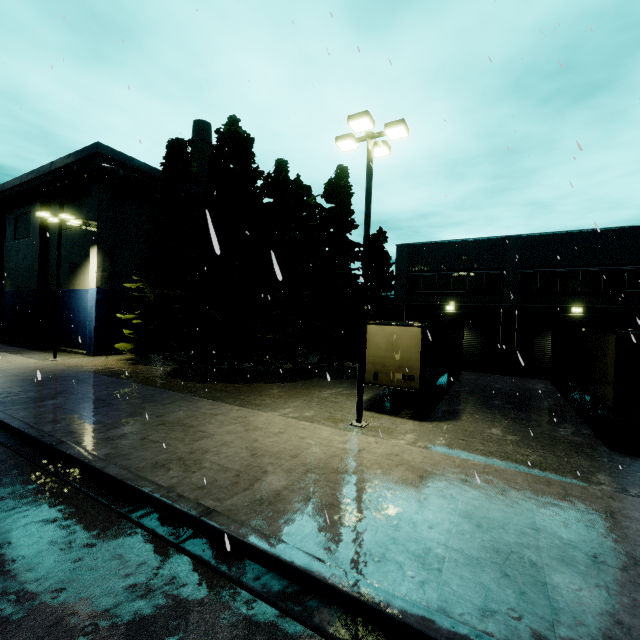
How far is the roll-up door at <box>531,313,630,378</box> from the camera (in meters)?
20.66

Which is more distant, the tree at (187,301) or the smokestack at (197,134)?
the smokestack at (197,134)

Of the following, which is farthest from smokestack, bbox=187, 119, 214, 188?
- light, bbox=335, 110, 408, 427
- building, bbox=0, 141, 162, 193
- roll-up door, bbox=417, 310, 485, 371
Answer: light, bbox=335, 110, 408, 427

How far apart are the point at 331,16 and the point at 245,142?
16.9m

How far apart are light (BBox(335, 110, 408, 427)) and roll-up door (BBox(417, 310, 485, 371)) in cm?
1623

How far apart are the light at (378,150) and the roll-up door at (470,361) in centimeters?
1623cm

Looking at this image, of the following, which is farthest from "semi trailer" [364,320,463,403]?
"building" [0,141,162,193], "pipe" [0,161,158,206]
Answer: "pipe" [0,161,158,206]

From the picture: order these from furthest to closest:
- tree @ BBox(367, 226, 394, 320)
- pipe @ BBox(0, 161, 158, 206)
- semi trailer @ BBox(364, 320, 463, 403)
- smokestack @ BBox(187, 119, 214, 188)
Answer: smokestack @ BBox(187, 119, 214, 188)
tree @ BBox(367, 226, 394, 320)
pipe @ BBox(0, 161, 158, 206)
semi trailer @ BBox(364, 320, 463, 403)
